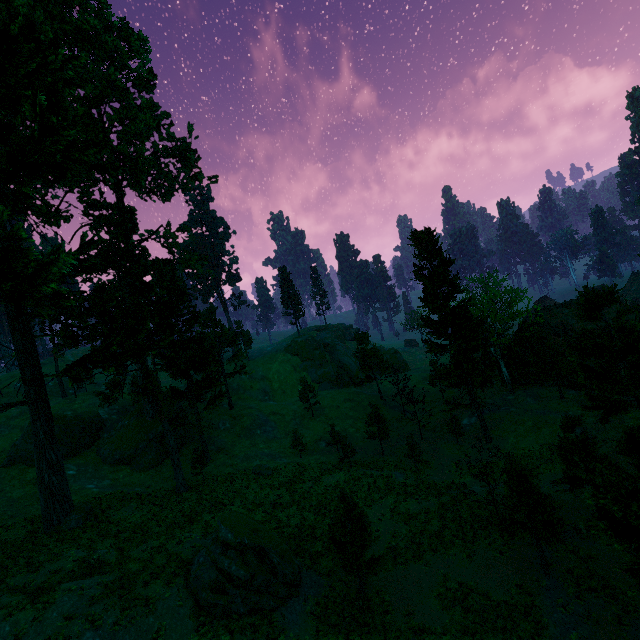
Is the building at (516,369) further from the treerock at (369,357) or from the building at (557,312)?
the building at (557,312)

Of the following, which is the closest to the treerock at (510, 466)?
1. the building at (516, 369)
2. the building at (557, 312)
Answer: the building at (557, 312)

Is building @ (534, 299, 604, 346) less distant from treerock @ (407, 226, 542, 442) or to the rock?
treerock @ (407, 226, 542, 442)

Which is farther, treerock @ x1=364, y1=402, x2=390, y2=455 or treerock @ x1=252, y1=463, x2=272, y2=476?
treerock @ x1=364, y1=402, x2=390, y2=455

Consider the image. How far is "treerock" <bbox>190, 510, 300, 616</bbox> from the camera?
16.64m

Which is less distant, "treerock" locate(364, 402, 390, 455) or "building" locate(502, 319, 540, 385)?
"treerock" locate(364, 402, 390, 455)

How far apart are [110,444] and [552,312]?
70.96m
